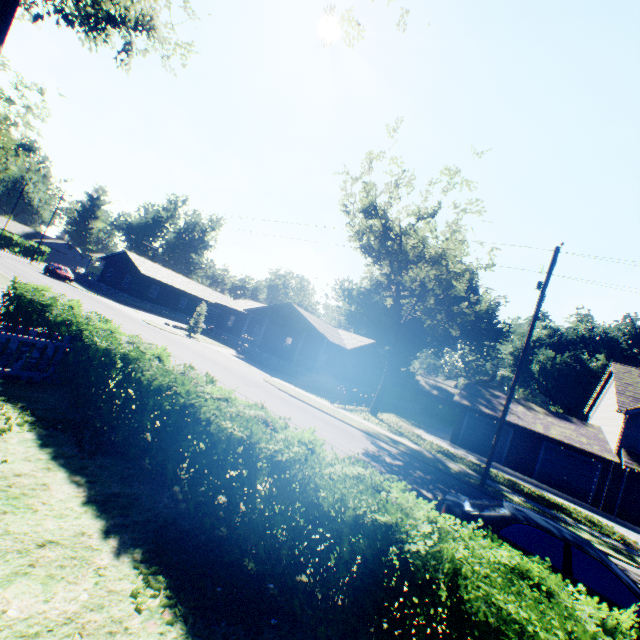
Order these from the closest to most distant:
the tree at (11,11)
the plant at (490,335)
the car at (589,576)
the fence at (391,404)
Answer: the car at (589,576), the tree at (11,11), the fence at (391,404), the plant at (490,335)

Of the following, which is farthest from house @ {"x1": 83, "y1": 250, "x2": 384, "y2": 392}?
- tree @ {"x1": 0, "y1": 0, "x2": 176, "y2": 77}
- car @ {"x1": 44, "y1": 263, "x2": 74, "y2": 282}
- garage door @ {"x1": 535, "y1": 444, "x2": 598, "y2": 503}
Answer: tree @ {"x1": 0, "y1": 0, "x2": 176, "y2": 77}

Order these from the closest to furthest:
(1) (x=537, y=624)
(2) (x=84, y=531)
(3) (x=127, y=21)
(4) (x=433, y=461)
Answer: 1. (1) (x=537, y=624)
2. (2) (x=84, y=531)
3. (3) (x=127, y=21)
4. (4) (x=433, y=461)

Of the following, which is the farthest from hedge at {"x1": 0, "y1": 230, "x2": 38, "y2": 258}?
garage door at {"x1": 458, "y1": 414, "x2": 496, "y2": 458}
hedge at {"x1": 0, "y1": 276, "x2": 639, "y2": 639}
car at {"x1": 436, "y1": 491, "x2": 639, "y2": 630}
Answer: car at {"x1": 436, "y1": 491, "x2": 639, "y2": 630}

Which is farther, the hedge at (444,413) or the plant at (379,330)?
the plant at (379,330)

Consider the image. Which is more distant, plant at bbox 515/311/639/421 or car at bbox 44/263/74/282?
plant at bbox 515/311/639/421

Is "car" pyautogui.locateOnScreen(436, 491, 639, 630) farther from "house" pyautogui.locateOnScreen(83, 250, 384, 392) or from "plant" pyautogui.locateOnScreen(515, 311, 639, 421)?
"plant" pyautogui.locateOnScreen(515, 311, 639, 421)

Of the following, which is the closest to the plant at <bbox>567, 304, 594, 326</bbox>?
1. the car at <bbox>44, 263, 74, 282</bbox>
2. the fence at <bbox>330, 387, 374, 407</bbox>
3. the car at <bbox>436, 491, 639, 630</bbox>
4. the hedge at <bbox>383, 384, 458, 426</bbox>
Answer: the hedge at <bbox>383, 384, 458, 426</bbox>
